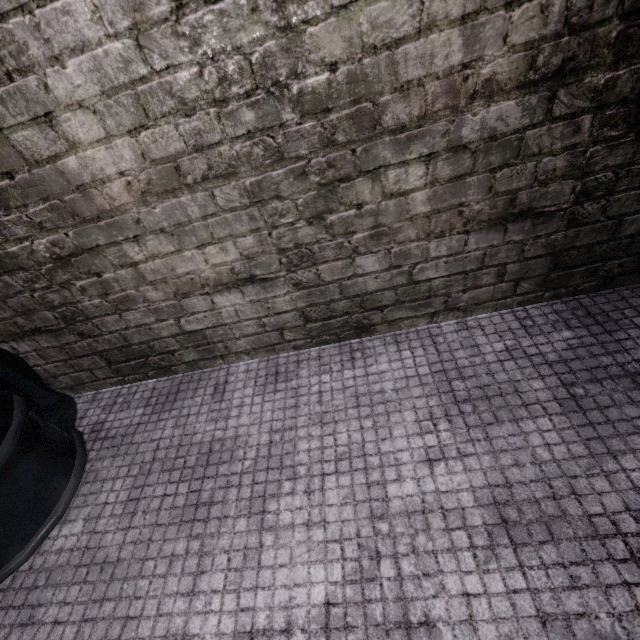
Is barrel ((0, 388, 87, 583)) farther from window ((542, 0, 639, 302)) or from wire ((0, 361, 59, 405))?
window ((542, 0, 639, 302))

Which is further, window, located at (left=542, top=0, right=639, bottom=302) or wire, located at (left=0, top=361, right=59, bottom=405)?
wire, located at (left=0, top=361, right=59, bottom=405)

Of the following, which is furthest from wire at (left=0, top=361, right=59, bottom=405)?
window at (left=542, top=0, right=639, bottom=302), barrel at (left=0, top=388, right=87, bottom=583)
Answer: window at (left=542, top=0, right=639, bottom=302)

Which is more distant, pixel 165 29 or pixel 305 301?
pixel 305 301

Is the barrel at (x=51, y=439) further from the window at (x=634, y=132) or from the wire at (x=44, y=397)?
the window at (x=634, y=132)
